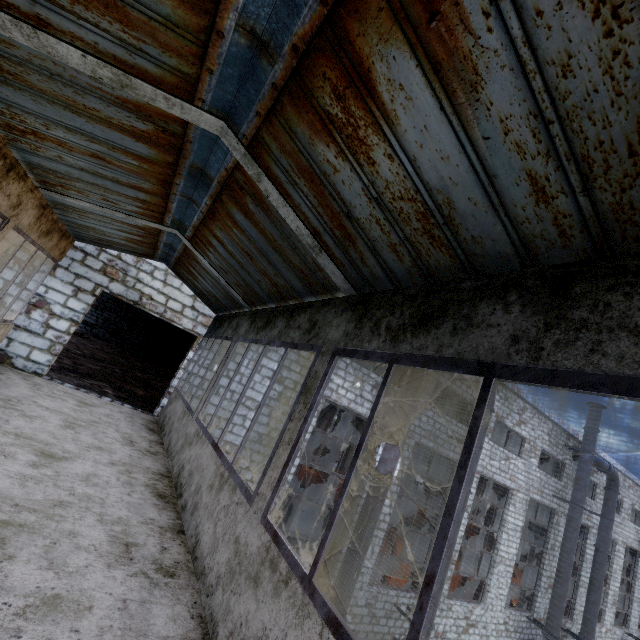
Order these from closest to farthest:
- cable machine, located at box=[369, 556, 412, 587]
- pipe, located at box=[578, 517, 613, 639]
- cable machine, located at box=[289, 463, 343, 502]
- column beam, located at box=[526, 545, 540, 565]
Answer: cable machine, located at box=[369, 556, 412, 587]
pipe, located at box=[578, 517, 613, 639]
column beam, located at box=[526, 545, 540, 565]
cable machine, located at box=[289, 463, 343, 502]

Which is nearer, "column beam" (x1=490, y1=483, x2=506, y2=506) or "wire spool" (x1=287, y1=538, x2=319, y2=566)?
"wire spool" (x1=287, y1=538, x2=319, y2=566)

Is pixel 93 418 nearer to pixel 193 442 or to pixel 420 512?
pixel 193 442

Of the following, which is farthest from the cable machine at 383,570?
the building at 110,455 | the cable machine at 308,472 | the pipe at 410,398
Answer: the building at 110,455

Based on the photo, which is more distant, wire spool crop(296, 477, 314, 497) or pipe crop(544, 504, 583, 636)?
wire spool crop(296, 477, 314, 497)

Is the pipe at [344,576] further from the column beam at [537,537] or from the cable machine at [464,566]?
the column beam at [537,537]

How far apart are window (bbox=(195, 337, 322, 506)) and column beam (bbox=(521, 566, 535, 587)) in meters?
21.5

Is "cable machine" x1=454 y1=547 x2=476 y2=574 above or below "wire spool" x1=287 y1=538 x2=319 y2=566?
above
